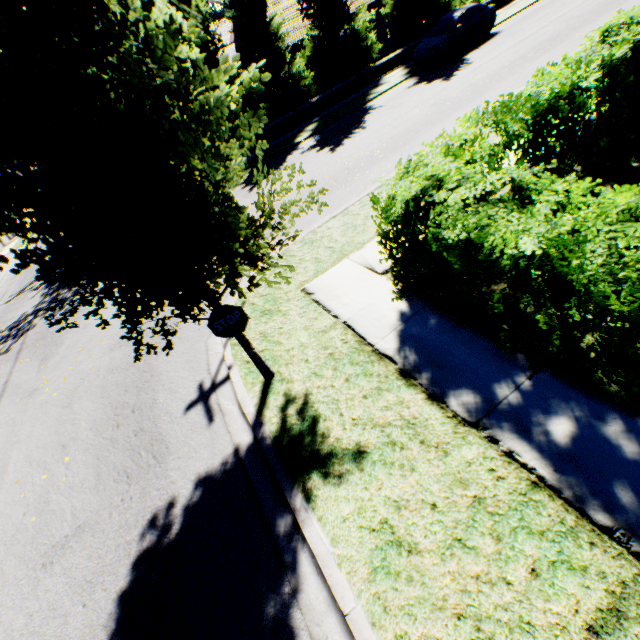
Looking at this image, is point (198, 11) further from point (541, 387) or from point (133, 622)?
point (133, 622)

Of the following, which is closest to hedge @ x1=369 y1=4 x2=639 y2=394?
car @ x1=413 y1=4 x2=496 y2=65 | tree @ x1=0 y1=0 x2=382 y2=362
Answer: tree @ x1=0 y1=0 x2=382 y2=362

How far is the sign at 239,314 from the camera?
4.19m

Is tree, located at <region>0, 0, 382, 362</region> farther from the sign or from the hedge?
the hedge

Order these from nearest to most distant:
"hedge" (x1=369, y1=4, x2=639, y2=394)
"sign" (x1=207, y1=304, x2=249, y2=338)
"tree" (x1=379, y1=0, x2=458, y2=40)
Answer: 1. "hedge" (x1=369, y1=4, x2=639, y2=394)
2. "sign" (x1=207, y1=304, x2=249, y2=338)
3. "tree" (x1=379, y1=0, x2=458, y2=40)

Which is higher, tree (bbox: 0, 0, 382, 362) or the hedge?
tree (bbox: 0, 0, 382, 362)

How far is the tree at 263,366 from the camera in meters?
4.6 m

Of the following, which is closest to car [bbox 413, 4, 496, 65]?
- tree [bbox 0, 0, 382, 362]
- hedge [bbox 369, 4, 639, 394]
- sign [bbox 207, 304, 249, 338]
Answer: tree [bbox 0, 0, 382, 362]
